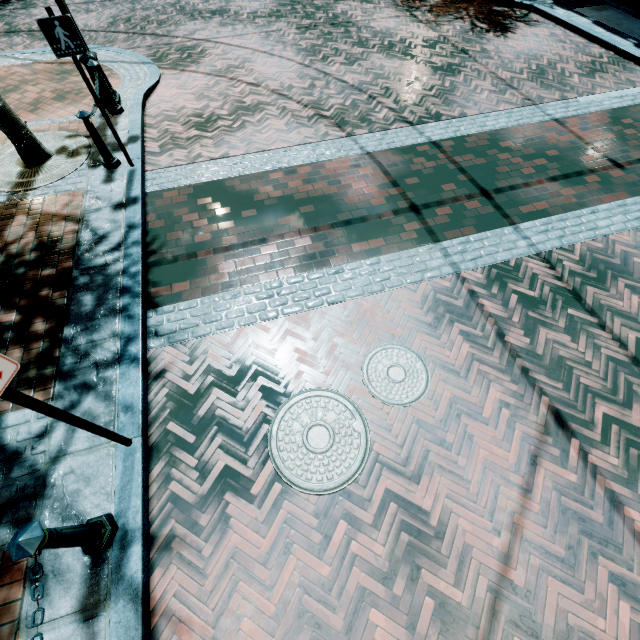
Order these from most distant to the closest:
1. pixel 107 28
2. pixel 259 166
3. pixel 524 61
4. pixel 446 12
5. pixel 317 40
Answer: pixel 446 12 → pixel 107 28 → pixel 317 40 → pixel 524 61 → pixel 259 166

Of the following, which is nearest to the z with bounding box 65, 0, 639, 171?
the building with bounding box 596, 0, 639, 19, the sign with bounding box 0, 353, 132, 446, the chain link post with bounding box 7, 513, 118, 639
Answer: the building with bounding box 596, 0, 639, 19

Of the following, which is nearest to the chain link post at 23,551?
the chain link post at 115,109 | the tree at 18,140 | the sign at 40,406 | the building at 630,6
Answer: the sign at 40,406

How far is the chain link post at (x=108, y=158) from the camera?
4.93m

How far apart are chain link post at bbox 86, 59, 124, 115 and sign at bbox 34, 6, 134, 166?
1.89m

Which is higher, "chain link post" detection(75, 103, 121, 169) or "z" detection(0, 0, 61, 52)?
"chain link post" detection(75, 103, 121, 169)

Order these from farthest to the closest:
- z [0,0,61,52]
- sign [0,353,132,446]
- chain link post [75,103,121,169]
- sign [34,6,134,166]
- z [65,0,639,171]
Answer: z [0,0,61,52]
z [65,0,639,171]
chain link post [75,103,121,169]
sign [34,6,134,166]
sign [0,353,132,446]

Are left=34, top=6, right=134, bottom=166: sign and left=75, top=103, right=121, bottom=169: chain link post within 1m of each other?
yes
